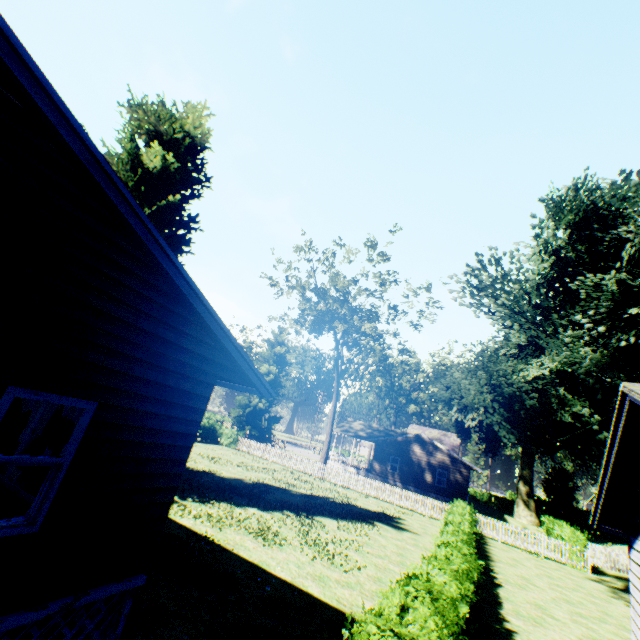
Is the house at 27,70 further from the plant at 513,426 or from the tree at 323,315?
the tree at 323,315

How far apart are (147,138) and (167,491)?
19.3m

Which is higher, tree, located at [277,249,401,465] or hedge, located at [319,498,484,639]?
tree, located at [277,249,401,465]

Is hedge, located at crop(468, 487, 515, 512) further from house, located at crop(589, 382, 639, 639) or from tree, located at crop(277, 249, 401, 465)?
tree, located at crop(277, 249, 401, 465)

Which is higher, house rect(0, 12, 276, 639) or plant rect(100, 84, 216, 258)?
plant rect(100, 84, 216, 258)

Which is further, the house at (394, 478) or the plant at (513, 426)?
the house at (394, 478)

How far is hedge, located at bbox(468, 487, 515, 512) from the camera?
49.69m

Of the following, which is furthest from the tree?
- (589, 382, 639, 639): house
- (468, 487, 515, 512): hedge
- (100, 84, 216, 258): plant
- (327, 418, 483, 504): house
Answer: (468, 487, 515, 512): hedge
